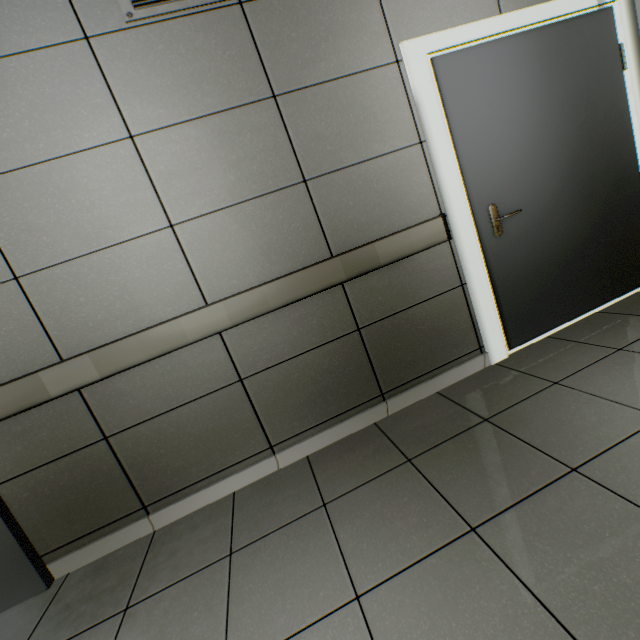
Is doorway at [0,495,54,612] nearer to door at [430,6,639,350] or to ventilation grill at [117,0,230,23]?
ventilation grill at [117,0,230,23]

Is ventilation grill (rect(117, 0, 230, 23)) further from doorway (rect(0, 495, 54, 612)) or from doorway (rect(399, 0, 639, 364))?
doorway (rect(0, 495, 54, 612))

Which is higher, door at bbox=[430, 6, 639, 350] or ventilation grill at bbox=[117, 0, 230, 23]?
ventilation grill at bbox=[117, 0, 230, 23]

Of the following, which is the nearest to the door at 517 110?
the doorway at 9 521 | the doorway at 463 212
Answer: the doorway at 463 212

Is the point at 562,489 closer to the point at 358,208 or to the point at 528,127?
the point at 358,208

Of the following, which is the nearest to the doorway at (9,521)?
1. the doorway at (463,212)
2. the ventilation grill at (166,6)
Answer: the ventilation grill at (166,6)

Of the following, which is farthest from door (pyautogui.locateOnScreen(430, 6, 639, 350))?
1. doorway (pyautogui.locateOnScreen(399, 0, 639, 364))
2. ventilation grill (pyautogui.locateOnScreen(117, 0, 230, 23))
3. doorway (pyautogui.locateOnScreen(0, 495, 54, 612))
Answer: doorway (pyautogui.locateOnScreen(0, 495, 54, 612))

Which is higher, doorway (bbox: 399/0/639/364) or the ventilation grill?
the ventilation grill
